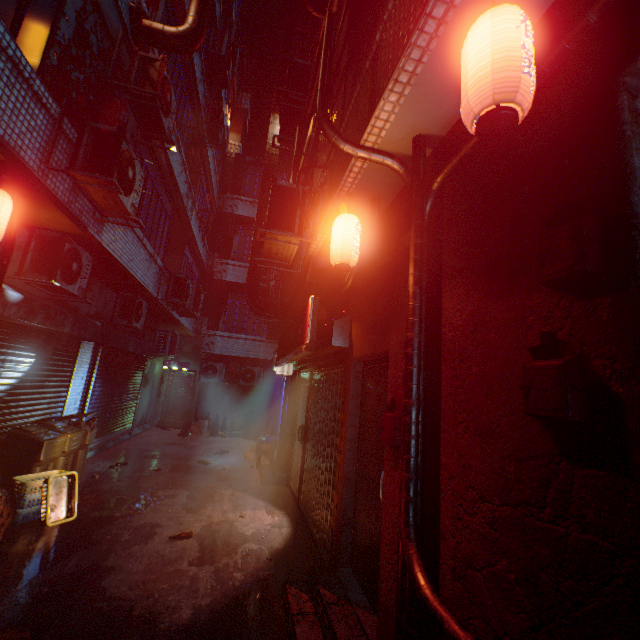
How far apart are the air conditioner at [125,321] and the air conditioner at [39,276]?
1.73m

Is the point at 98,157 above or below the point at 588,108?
above

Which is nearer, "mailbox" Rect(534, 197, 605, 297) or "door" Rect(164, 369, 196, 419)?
"mailbox" Rect(534, 197, 605, 297)

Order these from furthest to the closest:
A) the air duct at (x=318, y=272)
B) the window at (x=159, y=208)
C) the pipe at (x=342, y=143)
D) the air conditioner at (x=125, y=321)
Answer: the air conditioner at (x=125, y=321) → the window at (x=159, y=208) → the air duct at (x=318, y=272) → the pipe at (x=342, y=143)

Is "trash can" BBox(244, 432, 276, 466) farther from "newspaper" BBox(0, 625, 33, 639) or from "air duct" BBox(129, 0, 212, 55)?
"air duct" BBox(129, 0, 212, 55)

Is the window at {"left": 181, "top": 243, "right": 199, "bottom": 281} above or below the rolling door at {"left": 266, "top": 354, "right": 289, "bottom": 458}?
above

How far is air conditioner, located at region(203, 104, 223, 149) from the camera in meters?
10.2

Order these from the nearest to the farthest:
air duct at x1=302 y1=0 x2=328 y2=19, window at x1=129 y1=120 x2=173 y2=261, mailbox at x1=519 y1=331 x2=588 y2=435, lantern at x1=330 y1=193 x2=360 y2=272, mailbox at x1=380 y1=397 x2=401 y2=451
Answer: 1. mailbox at x1=519 y1=331 x2=588 y2=435
2. mailbox at x1=380 y1=397 x2=401 y2=451
3. lantern at x1=330 y1=193 x2=360 y2=272
4. air duct at x1=302 y1=0 x2=328 y2=19
5. window at x1=129 y1=120 x2=173 y2=261
